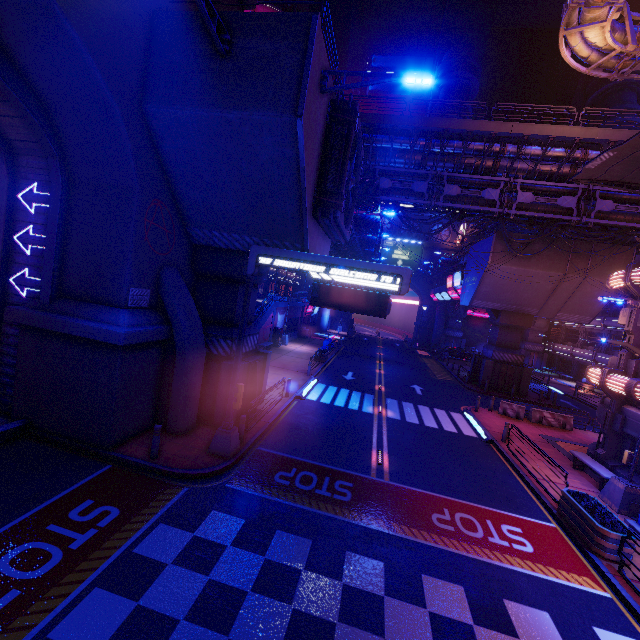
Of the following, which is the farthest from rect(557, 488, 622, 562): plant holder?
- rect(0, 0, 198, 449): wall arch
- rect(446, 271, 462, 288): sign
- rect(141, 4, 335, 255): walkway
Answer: rect(446, 271, 462, 288): sign

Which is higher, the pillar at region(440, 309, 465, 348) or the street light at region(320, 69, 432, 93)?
the street light at region(320, 69, 432, 93)

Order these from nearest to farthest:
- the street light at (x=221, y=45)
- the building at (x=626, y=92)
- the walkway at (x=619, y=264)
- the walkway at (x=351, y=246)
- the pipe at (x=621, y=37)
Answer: the street light at (x=221, y=45)
the pipe at (x=621, y=37)
the walkway at (x=619, y=264)
the walkway at (x=351, y=246)
the building at (x=626, y=92)

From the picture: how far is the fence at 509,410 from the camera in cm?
2139

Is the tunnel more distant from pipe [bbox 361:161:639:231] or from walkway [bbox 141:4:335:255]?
pipe [bbox 361:161:639:231]

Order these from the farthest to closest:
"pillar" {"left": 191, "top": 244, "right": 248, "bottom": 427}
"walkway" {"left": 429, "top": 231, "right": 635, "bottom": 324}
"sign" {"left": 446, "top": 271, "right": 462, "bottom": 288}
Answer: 1. "sign" {"left": 446, "top": 271, "right": 462, "bottom": 288}
2. "walkway" {"left": 429, "top": 231, "right": 635, "bottom": 324}
3. "pillar" {"left": 191, "top": 244, "right": 248, "bottom": 427}

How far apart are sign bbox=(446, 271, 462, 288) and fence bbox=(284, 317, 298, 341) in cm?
1899

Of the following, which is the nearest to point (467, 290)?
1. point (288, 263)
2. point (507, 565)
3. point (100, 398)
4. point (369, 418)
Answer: point (369, 418)
